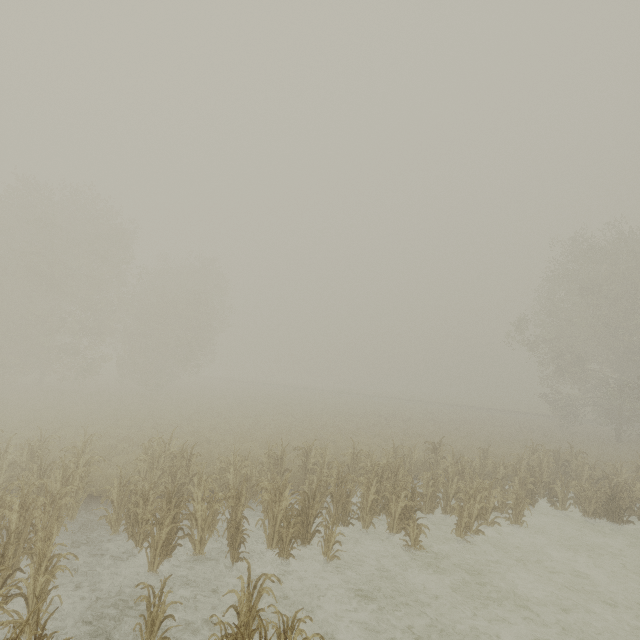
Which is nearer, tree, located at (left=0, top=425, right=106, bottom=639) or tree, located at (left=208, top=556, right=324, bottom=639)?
tree, located at (left=208, top=556, right=324, bottom=639)

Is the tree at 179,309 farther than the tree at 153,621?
Yes

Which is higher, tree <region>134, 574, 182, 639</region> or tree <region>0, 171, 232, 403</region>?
tree <region>0, 171, 232, 403</region>

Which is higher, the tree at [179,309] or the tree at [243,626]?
the tree at [179,309]

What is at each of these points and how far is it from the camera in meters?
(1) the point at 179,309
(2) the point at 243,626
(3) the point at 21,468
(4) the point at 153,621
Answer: (1) tree, 32.9
(2) tree, 5.2
(3) tree, 9.8
(4) tree, 5.2

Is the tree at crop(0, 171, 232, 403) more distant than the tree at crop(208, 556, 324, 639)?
Yes

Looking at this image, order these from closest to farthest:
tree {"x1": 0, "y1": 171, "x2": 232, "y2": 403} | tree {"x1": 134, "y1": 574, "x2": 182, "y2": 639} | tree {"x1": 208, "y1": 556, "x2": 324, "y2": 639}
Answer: tree {"x1": 208, "y1": 556, "x2": 324, "y2": 639} → tree {"x1": 134, "y1": 574, "x2": 182, "y2": 639} → tree {"x1": 0, "y1": 171, "x2": 232, "y2": 403}
